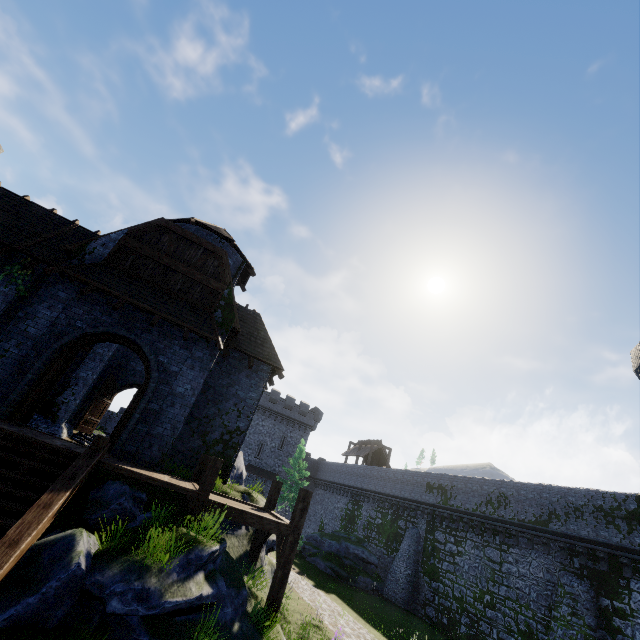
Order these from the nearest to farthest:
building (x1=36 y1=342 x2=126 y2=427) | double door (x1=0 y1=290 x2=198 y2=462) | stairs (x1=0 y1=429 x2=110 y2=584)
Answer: stairs (x1=0 y1=429 x2=110 y2=584) → double door (x1=0 y1=290 x2=198 y2=462) → building (x1=36 y1=342 x2=126 y2=427)

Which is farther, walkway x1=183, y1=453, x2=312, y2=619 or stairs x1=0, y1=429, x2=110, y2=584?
walkway x1=183, y1=453, x2=312, y2=619

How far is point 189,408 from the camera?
11.8m

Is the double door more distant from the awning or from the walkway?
Answer: the walkway

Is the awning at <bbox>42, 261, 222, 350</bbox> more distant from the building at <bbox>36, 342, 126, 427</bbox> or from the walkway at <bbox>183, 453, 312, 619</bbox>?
the walkway at <bbox>183, 453, 312, 619</bbox>

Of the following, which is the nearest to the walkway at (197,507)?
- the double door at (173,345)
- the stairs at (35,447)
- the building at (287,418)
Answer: the building at (287,418)

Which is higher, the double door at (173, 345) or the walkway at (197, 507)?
the double door at (173, 345)

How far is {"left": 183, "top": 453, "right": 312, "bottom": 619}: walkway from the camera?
8.86m
